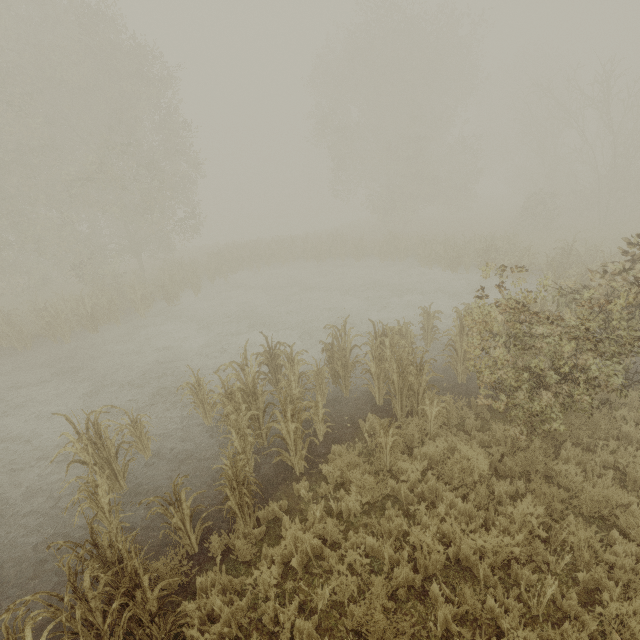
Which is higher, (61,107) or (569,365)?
(61,107)
